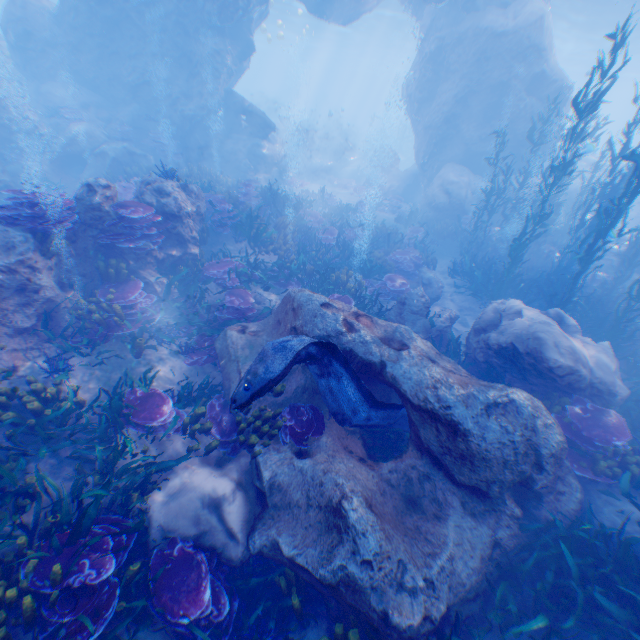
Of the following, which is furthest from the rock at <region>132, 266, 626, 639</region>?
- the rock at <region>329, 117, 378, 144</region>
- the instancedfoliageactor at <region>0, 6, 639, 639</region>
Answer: the rock at <region>329, 117, 378, 144</region>

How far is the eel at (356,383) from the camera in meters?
4.6 m

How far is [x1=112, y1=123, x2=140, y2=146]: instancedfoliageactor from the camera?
17.12m

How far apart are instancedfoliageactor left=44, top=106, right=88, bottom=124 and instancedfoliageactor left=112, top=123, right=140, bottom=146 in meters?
1.3 m

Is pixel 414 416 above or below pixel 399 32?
below

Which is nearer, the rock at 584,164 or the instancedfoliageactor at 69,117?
the instancedfoliageactor at 69,117

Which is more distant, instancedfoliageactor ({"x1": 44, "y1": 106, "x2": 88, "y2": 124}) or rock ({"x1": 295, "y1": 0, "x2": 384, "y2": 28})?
rock ({"x1": 295, "y1": 0, "x2": 384, "y2": 28})
